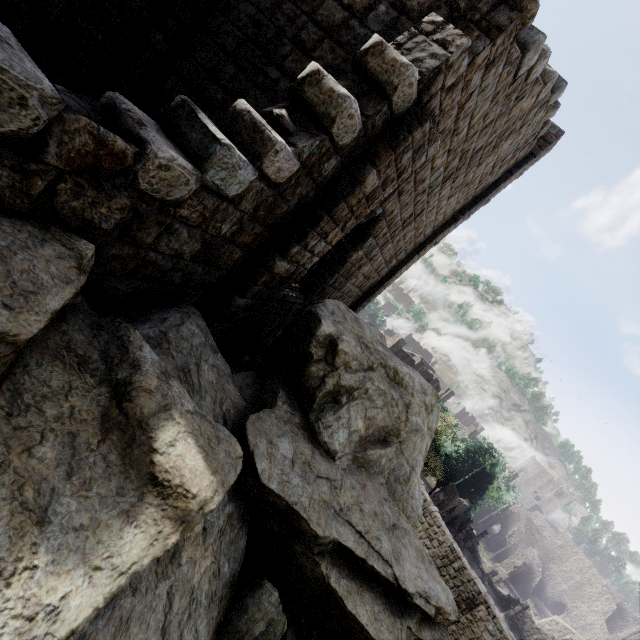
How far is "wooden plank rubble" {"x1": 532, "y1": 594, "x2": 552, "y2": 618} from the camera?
51.0 meters

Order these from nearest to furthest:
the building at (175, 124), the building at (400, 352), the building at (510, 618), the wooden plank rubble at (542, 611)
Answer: the building at (175, 124) → the building at (510, 618) → the building at (400, 352) → the wooden plank rubble at (542, 611)

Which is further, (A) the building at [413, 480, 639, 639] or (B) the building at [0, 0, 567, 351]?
(A) the building at [413, 480, 639, 639]

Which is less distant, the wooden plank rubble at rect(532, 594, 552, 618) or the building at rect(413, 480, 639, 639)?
the building at rect(413, 480, 639, 639)

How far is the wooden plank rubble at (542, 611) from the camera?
50.98m

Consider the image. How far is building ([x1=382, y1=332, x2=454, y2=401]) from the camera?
40.84m

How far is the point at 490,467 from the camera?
40.91m
